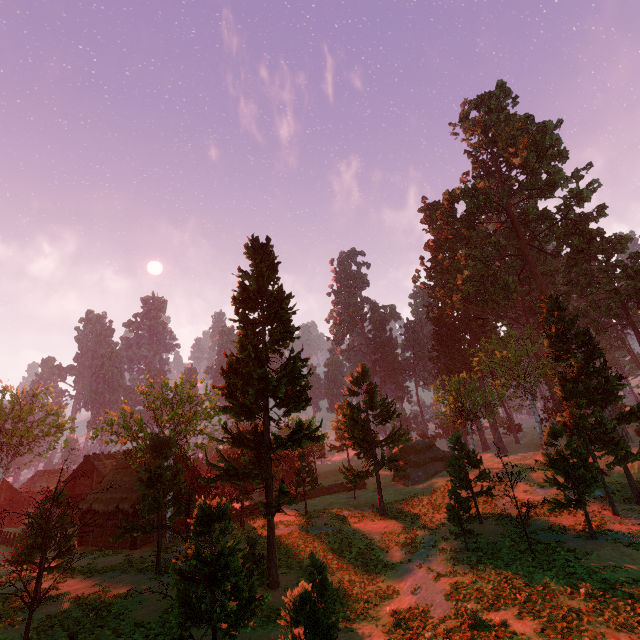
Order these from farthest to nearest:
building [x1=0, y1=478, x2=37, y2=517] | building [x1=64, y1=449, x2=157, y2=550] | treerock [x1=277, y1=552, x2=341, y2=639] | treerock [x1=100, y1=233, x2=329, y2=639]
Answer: building [x1=0, y1=478, x2=37, y2=517] < building [x1=64, y1=449, x2=157, y2=550] < treerock [x1=100, y1=233, x2=329, y2=639] < treerock [x1=277, y1=552, x2=341, y2=639]

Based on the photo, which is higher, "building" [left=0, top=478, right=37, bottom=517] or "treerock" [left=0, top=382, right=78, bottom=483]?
"treerock" [left=0, top=382, right=78, bottom=483]

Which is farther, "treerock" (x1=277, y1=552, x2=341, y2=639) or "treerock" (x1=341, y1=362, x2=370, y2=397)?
"treerock" (x1=341, y1=362, x2=370, y2=397)

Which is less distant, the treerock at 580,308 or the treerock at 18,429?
the treerock at 580,308

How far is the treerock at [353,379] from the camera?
32.2m

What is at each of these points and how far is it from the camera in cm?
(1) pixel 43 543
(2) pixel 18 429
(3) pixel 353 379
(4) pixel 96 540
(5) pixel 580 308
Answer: (1) treerock, 1437
(2) treerock, 3900
(3) treerock, 3262
(4) building, 2936
(5) treerock, 4266

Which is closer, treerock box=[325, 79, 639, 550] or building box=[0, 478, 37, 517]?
treerock box=[325, 79, 639, 550]

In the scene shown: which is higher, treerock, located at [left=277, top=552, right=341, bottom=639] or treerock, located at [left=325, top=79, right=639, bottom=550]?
treerock, located at [left=325, top=79, right=639, bottom=550]
